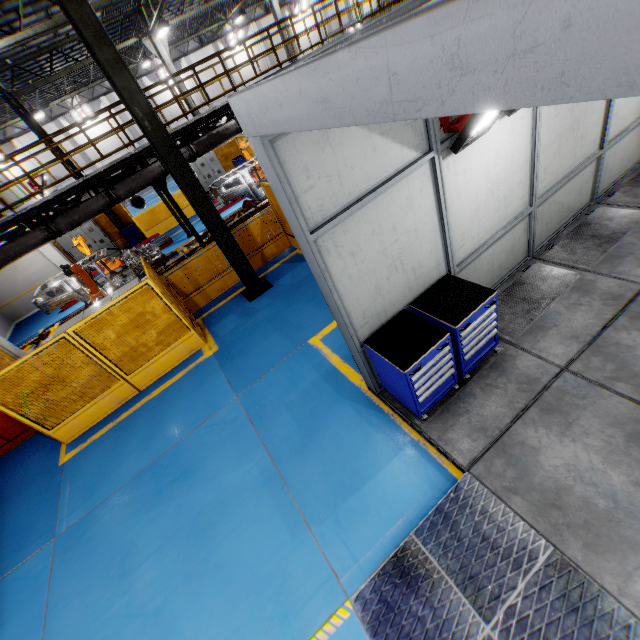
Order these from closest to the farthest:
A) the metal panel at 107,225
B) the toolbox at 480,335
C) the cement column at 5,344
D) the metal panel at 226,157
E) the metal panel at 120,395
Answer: the toolbox at 480,335, the metal panel at 120,395, the cement column at 5,344, the metal panel at 107,225, the metal panel at 226,157

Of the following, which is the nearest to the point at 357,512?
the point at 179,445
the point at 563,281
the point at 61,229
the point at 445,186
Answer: the point at 179,445

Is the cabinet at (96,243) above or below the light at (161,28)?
below

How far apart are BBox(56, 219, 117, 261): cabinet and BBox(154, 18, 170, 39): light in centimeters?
993cm

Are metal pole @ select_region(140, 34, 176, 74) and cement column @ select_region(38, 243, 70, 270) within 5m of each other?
no

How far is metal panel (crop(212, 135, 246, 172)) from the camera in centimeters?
2011cm

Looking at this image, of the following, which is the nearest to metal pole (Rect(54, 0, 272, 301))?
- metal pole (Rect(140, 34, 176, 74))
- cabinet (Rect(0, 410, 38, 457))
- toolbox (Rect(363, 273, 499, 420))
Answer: toolbox (Rect(363, 273, 499, 420))

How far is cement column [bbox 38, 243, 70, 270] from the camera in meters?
15.9
